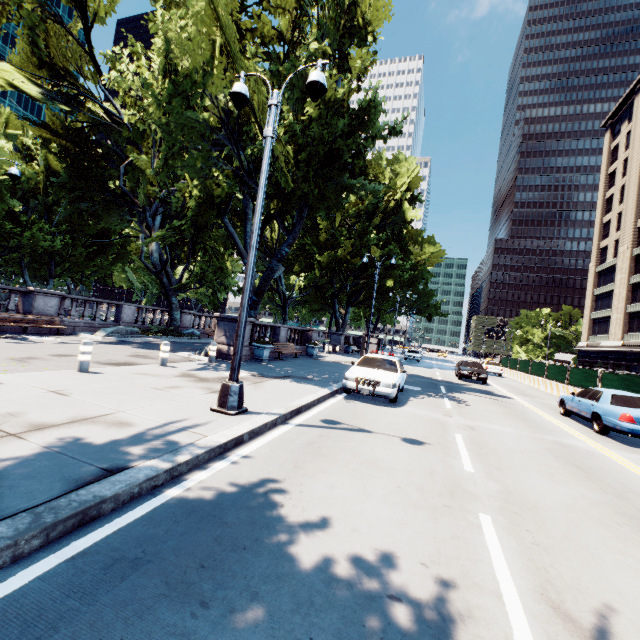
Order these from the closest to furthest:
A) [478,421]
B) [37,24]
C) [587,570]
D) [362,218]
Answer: [587,570] < [478,421] < [37,24] < [362,218]

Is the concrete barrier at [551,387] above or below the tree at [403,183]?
below

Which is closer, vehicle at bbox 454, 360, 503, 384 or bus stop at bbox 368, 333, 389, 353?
vehicle at bbox 454, 360, 503, 384

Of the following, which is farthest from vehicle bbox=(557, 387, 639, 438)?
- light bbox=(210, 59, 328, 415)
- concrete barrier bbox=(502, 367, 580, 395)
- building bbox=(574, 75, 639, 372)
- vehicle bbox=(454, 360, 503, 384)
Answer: building bbox=(574, 75, 639, 372)

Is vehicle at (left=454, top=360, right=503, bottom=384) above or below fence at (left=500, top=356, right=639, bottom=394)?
below

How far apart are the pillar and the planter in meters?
8.1 m

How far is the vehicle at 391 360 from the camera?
10.2m

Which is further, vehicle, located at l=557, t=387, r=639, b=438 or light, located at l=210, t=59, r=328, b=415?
vehicle, located at l=557, t=387, r=639, b=438
